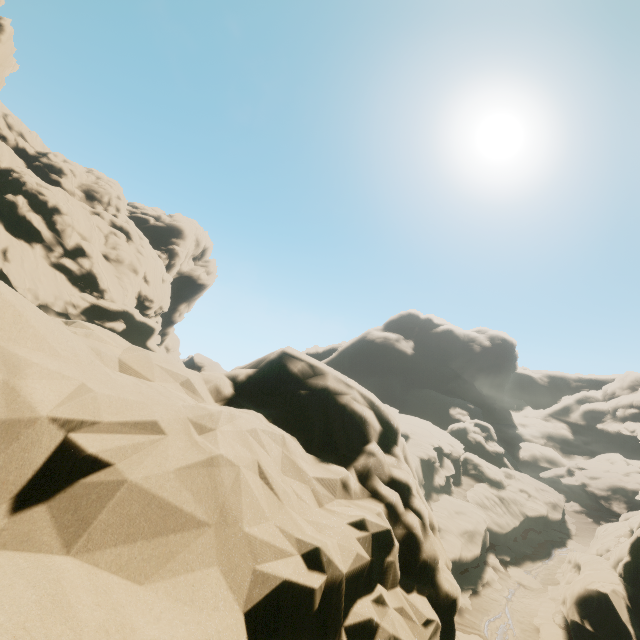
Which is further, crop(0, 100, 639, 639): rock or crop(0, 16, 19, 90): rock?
crop(0, 16, 19, 90): rock

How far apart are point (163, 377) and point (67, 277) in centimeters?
4030cm

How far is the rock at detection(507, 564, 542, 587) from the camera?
29.3 meters

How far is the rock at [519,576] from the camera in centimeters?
2928cm

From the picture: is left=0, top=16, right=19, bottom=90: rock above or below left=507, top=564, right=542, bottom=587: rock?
above

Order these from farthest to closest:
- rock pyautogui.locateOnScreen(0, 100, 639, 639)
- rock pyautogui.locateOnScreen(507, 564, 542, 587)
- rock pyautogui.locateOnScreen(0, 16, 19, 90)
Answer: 1. rock pyautogui.locateOnScreen(507, 564, 542, 587)
2. rock pyautogui.locateOnScreen(0, 16, 19, 90)
3. rock pyautogui.locateOnScreen(0, 100, 639, 639)

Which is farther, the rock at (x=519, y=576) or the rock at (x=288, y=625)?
the rock at (x=519, y=576)
